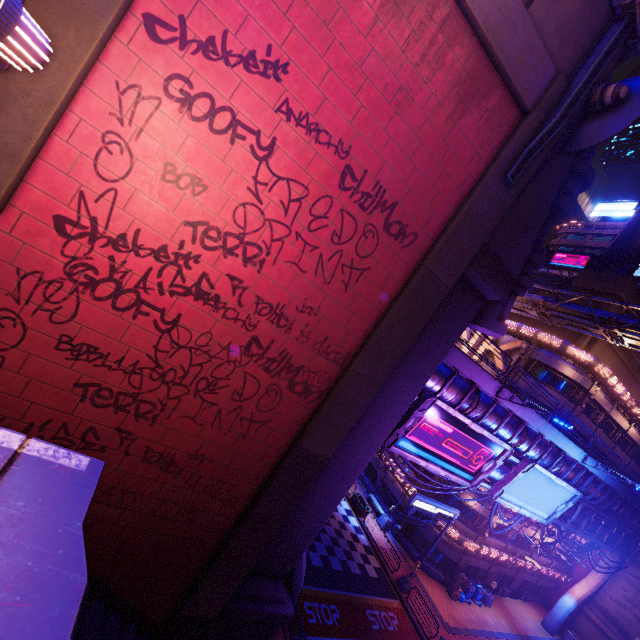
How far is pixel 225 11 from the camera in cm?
602

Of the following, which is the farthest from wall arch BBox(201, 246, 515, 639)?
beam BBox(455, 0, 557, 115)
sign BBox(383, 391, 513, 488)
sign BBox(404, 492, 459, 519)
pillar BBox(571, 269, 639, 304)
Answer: pillar BBox(571, 269, 639, 304)

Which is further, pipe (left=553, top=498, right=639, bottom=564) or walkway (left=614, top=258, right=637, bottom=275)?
walkway (left=614, top=258, right=637, bottom=275)

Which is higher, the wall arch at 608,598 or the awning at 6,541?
the awning at 6,541

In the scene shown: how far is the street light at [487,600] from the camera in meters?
29.0

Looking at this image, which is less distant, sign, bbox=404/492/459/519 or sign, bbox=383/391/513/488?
sign, bbox=383/391/513/488

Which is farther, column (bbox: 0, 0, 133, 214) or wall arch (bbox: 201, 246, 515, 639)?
wall arch (bbox: 201, 246, 515, 639)

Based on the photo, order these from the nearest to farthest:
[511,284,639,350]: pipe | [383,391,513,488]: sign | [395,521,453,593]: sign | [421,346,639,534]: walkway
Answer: [383,391,513,488]: sign
[421,346,639,534]: walkway
[511,284,639,350]: pipe
[395,521,453,593]: sign
